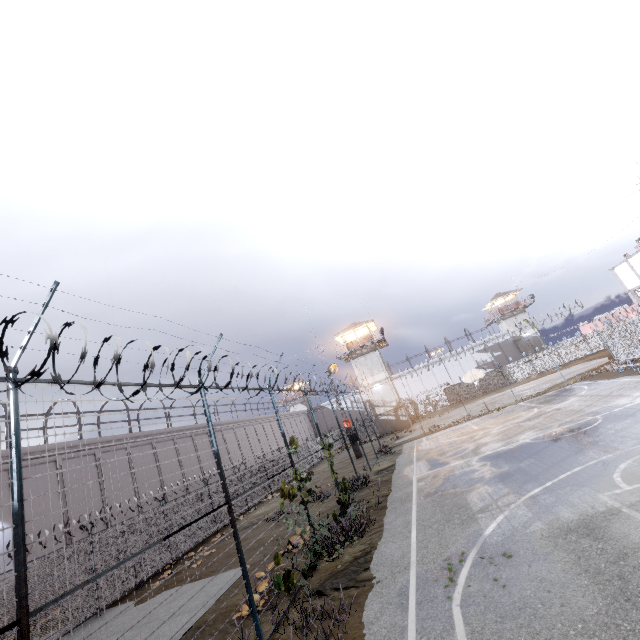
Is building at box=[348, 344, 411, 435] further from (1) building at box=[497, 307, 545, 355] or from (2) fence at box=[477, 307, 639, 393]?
(1) building at box=[497, 307, 545, 355]

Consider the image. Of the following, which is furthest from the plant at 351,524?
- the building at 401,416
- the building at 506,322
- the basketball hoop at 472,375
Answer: the building at 506,322

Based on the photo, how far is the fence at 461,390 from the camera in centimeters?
4975cm

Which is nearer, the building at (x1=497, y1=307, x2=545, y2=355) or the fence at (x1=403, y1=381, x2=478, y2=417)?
the fence at (x1=403, y1=381, x2=478, y2=417)

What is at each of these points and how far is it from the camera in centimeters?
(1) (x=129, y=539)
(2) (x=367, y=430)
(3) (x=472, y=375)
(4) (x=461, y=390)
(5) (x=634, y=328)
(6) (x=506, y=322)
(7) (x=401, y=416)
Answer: (1) fence, 1476cm
(2) fence, 5291cm
(3) basketball hoop, 2673cm
(4) fence, 5025cm
(5) fence, 2555cm
(6) building, 5722cm
(7) building, 4109cm

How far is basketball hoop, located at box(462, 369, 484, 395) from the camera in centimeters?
2652cm

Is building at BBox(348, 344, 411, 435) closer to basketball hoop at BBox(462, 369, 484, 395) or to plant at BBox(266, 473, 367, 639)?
basketball hoop at BBox(462, 369, 484, 395)
